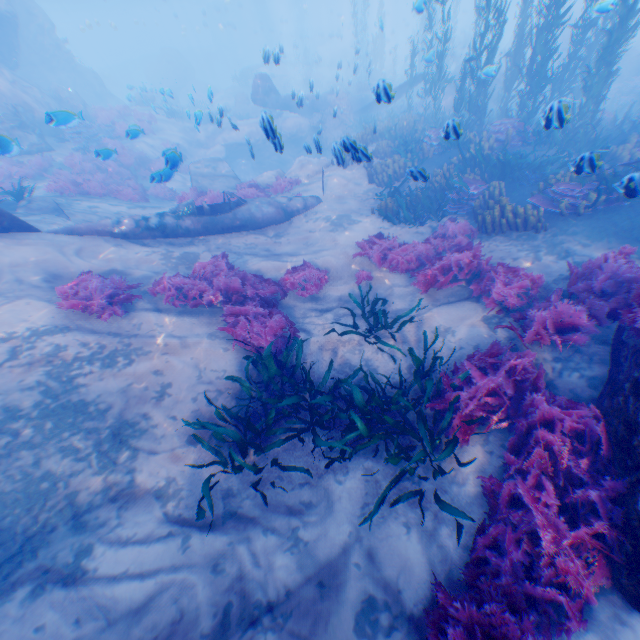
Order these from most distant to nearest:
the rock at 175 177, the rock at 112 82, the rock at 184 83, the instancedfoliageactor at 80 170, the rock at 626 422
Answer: the rock at 184 83, the rock at 112 82, the instancedfoliageactor at 80 170, the rock at 175 177, the rock at 626 422

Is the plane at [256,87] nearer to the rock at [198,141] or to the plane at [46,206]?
the rock at [198,141]

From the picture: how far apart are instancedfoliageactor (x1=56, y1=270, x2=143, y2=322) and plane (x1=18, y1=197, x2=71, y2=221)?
3.38m

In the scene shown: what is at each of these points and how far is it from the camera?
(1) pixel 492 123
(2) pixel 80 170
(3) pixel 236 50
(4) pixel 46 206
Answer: (1) instancedfoliageactor, 11.47m
(2) instancedfoliageactor, 15.00m
(3) submarine, 51.66m
(4) plane, 9.81m

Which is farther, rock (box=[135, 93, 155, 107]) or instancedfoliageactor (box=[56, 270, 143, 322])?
rock (box=[135, 93, 155, 107])

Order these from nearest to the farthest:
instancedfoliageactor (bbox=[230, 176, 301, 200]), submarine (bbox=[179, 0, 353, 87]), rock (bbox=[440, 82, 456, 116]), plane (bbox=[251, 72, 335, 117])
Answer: instancedfoliageactor (bbox=[230, 176, 301, 200])
rock (bbox=[440, 82, 456, 116])
plane (bbox=[251, 72, 335, 117])
submarine (bbox=[179, 0, 353, 87])

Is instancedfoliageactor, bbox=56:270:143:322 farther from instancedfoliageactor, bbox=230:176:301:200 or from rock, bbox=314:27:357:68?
rock, bbox=314:27:357:68

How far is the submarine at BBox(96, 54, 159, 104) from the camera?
42.2 meters
